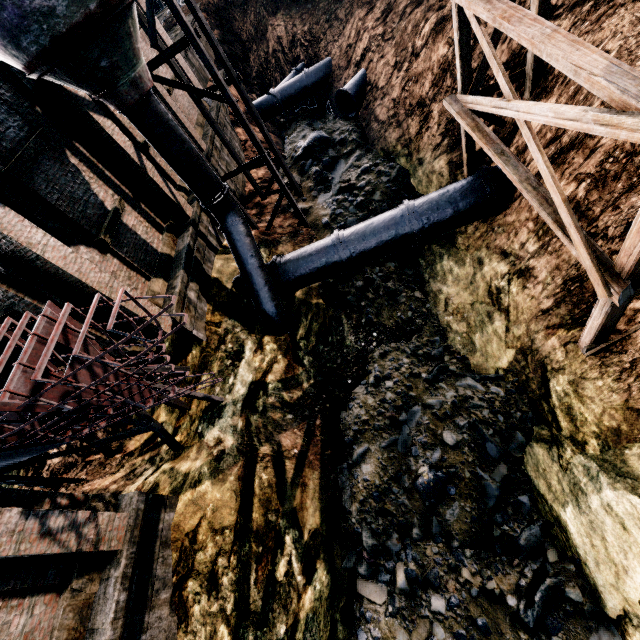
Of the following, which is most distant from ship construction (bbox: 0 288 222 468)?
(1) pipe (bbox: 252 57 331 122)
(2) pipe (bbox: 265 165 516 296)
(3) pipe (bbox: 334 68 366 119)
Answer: (1) pipe (bbox: 252 57 331 122)

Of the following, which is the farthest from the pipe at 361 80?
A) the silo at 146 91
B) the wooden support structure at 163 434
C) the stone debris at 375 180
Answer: the wooden support structure at 163 434

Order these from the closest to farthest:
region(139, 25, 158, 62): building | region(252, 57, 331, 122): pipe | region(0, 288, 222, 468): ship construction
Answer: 1. region(0, 288, 222, 468): ship construction
2. region(139, 25, 158, 62): building
3. region(252, 57, 331, 122): pipe

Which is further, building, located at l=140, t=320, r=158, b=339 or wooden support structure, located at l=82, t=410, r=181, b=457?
building, located at l=140, t=320, r=158, b=339

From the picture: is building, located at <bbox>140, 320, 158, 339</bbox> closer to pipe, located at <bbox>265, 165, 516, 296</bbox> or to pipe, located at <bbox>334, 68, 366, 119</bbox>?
pipe, located at <bbox>265, 165, 516, 296</bbox>

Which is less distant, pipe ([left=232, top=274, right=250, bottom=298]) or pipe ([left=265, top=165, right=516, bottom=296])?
pipe ([left=265, top=165, right=516, bottom=296])

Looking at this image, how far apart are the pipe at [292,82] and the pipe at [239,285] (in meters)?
16.57

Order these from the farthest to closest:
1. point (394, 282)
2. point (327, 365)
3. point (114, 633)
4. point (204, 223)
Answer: point (204, 223) < point (394, 282) < point (327, 365) < point (114, 633)
